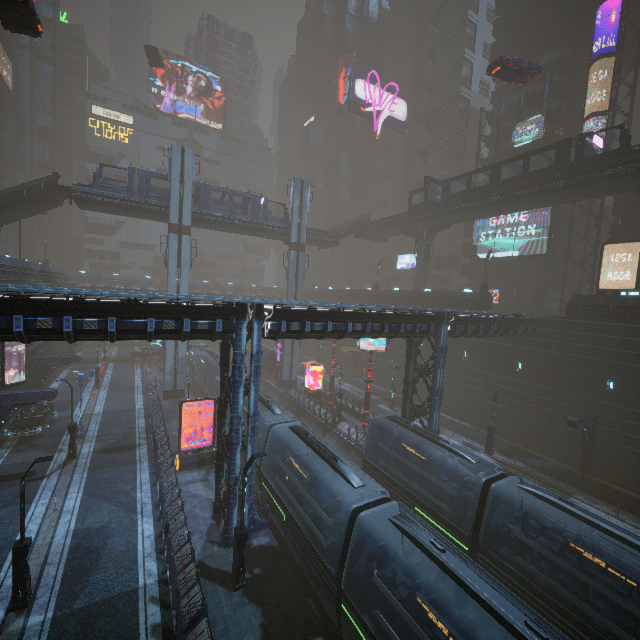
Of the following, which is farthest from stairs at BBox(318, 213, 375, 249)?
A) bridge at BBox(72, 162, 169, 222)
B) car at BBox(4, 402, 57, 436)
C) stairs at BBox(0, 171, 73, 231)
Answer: car at BBox(4, 402, 57, 436)

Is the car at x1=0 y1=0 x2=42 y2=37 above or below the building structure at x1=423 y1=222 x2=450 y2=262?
above

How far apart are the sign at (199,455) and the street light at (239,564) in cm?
960

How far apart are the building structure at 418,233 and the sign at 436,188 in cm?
663

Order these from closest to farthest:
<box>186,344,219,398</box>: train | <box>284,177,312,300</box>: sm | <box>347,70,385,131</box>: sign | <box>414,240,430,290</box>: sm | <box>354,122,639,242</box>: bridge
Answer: <box>354,122,639,242</box>: bridge < <box>186,344,219,398</box>: train < <box>284,177,312,300</box>: sm < <box>414,240,430,290</box>: sm < <box>347,70,385,131</box>: sign

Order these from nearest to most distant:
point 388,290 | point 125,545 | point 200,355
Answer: point 125,545, point 200,355, point 388,290

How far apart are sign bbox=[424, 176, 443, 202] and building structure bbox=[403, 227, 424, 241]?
6.63m

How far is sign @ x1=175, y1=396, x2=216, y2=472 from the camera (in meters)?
21.69
